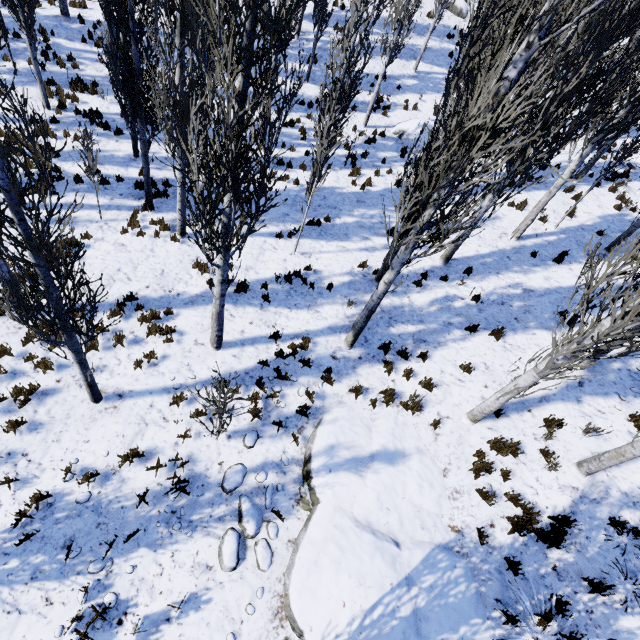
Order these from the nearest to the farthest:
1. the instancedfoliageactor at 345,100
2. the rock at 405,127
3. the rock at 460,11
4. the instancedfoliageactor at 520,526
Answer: the instancedfoliageactor at 520,526 < the instancedfoliageactor at 345,100 < the rock at 405,127 < the rock at 460,11

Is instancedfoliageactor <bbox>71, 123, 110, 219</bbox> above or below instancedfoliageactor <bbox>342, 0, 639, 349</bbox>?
below

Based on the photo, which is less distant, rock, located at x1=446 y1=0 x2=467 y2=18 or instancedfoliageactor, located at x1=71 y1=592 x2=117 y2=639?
instancedfoliageactor, located at x1=71 y1=592 x2=117 y2=639

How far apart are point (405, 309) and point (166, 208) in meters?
8.5 m

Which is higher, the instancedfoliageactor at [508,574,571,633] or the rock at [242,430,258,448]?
the instancedfoliageactor at [508,574,571,633]

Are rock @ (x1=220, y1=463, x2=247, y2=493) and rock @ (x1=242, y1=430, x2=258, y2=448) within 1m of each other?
yes

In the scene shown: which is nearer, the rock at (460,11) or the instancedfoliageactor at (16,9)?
the instancedfoliageactor at (16,9)

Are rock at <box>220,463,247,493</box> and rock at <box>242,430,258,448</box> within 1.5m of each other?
yes
